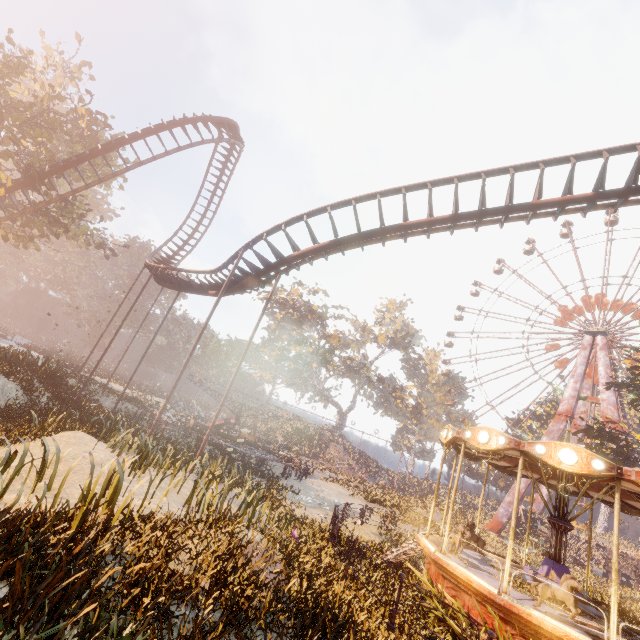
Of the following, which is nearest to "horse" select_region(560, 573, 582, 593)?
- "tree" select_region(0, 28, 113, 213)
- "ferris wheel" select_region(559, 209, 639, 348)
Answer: "tree" select_region(0, 28, 113, 213)

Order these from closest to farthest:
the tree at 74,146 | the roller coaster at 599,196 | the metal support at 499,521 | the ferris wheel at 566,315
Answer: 1. the roller coaster at 599,196
2. the tree at 74,146
3. the metal support at 499,521
4. the ferris wheel at 566,315

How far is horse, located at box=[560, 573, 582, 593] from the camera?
7.6m

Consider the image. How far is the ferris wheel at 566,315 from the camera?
44.0 meters

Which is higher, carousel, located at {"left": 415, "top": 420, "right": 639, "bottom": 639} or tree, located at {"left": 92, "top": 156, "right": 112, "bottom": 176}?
tree, located at {"left": 92, "top": 156, "right": 112, "bottom": 176}

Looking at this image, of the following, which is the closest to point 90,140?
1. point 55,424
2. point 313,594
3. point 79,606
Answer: point 55,424

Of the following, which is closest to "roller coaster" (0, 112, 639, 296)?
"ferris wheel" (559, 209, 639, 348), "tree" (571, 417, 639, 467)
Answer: "tree" (571, 417, 639, 467)

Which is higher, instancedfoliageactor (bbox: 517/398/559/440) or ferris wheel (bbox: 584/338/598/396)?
ferris wheel (bbox: 584/338/598/396)
